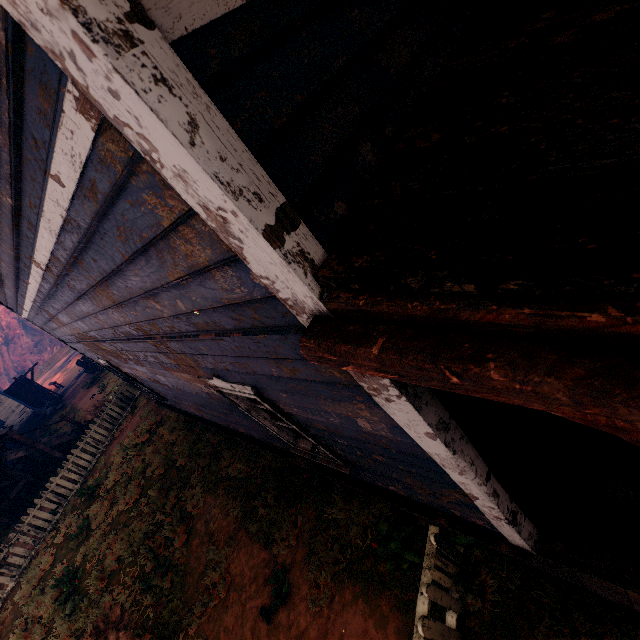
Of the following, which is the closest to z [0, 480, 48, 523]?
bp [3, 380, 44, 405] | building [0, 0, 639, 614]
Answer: building [0, 0, 639, 614]

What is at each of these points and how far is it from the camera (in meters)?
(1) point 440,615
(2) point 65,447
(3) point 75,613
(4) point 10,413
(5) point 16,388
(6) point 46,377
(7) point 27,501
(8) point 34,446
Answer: (1) z, 3.59
(2) z, 15.65
(3) z, 7.24
(4) building, 21.91
(5) bp, 23.30
(6) z, 39.28
(7) z, 13.44
(8) hanging platform, 13.78

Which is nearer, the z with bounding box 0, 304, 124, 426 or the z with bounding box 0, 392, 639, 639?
the z with bounding box 0, 392, 639, 639

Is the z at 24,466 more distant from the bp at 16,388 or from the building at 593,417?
the bp at 16,388

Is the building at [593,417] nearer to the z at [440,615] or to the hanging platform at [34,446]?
the z at [440,615]

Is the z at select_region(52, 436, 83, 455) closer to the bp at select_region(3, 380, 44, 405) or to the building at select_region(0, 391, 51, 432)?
the building at select_region(0, 391, 51, 432)

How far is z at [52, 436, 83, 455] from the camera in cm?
1500
